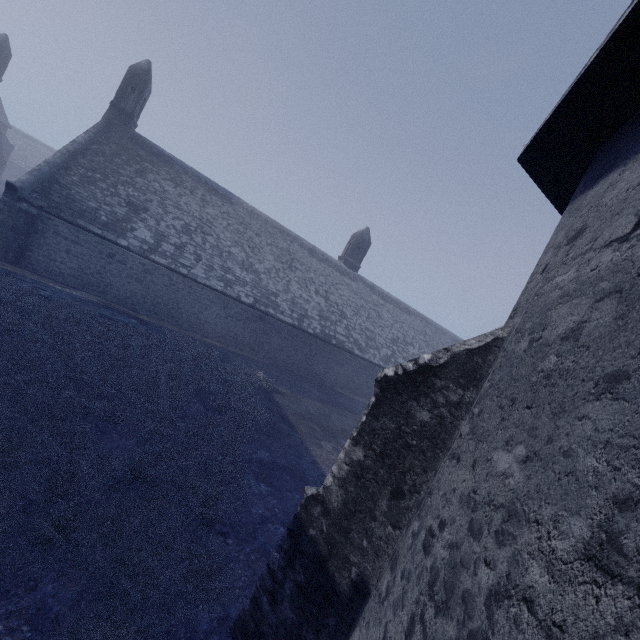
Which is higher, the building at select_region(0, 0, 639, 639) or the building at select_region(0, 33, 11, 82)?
the building at select_region(0, 33, 11, 82)

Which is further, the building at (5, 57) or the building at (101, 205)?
the building at (5, 57)

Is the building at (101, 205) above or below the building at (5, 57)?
below

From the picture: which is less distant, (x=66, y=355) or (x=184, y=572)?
(x=184, y=572)

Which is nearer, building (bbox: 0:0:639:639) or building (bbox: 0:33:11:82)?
building (bbox: 0:0:639:639)
